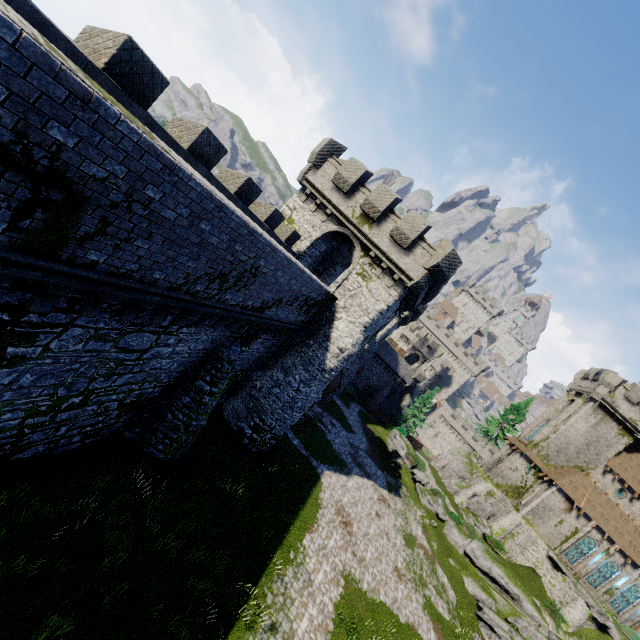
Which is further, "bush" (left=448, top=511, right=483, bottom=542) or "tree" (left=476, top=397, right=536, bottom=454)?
"tree" (left=476, top=397, right=536, bottom=454)

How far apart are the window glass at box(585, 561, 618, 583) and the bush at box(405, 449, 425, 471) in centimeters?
1948cm

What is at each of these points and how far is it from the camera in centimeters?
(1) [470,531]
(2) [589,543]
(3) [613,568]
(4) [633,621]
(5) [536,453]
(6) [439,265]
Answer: (1) bush, 3347cm
(2) window glass, 3597cm
(3) window glass, 3528cm
(4) building, 3409cm
(5) building, 4038cm
(6) building, 1794cm

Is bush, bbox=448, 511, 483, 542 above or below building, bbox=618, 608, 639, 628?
below

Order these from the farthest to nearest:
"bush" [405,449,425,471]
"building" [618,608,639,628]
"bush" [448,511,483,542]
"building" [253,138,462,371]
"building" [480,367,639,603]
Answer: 1. "bush" [405,449,425,471]
2. "building" [480,367,639,603]
3. "building" [618,608,639,628]
4. "bush" [448,511,483,542]
5. "building" [253,138,462,371]

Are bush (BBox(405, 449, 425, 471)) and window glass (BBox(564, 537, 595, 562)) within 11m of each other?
no

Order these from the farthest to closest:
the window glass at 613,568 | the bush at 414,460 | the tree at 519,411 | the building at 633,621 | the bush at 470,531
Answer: the tree at 519,411 < the bush at 414,460 < the window glass at 613,568 < the building at 633,621 < the bush at 470,531

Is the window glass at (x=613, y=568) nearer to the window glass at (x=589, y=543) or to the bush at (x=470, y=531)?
the window glass at (x=589, y=543)
